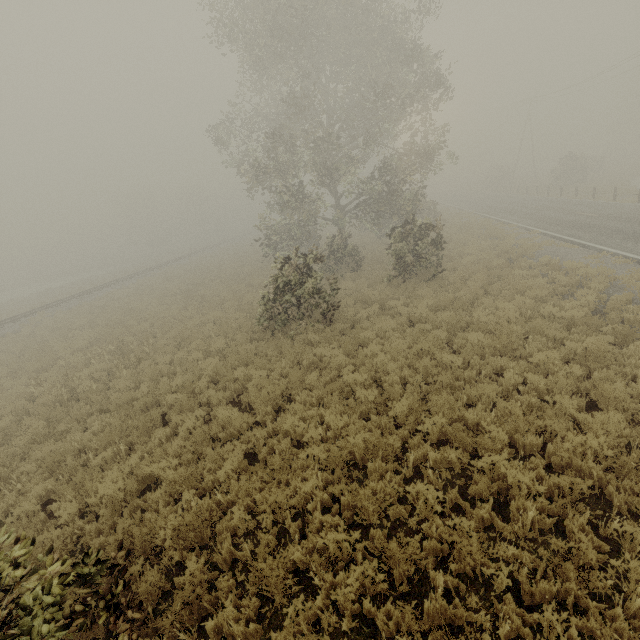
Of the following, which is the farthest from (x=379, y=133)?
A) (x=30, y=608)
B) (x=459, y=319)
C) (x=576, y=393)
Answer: (x=30, y=608)

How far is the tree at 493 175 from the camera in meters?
50.8

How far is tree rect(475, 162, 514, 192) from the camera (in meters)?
50.78
